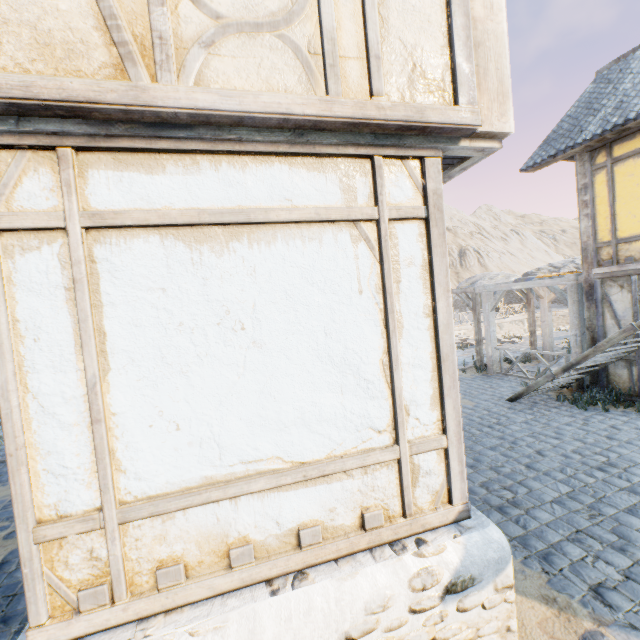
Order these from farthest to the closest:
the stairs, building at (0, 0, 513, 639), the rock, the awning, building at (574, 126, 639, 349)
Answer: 1. the rock
2. the awning
3. building at (574, 126, 639, 349)
4. the stairs
5. building at (0, 0, 513, 639)

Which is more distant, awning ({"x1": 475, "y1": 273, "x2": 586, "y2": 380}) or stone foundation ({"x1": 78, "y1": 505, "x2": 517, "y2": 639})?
awning ({"x1": 475, "y1": 273, "x2": 586, "y2": 380})

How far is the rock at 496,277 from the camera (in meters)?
44.55

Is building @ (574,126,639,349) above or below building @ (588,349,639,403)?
above

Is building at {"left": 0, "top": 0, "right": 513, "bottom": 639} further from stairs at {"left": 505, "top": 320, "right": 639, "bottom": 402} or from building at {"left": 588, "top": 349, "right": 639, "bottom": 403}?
building at {"left": 588, "top": 349, "right": 639, "bottom": 403}

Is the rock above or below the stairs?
above

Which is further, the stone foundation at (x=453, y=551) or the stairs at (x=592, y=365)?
the stairs at (x=592, y=365)

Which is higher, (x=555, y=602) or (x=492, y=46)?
(x=492, y=46)
